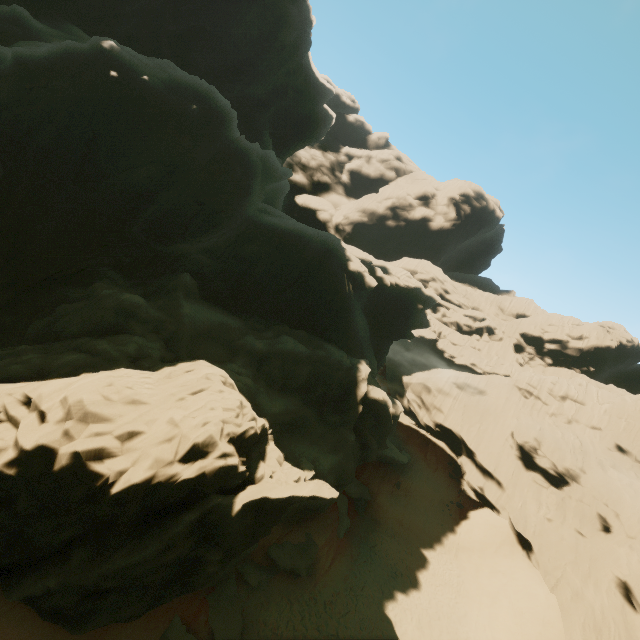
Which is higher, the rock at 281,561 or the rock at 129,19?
the rock at 129,19

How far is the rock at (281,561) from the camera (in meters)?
18.62

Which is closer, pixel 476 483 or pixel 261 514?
pixel 261 514

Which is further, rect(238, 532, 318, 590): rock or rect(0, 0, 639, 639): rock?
rect(238, 532, 318, 590): rock

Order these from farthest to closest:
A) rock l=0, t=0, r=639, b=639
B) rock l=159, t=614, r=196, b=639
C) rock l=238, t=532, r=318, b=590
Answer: rock l=238, t=532, r=318, b=590
rock l=159, t=614, r=196, b=639
rock l=0, t=0, r=639, b=639

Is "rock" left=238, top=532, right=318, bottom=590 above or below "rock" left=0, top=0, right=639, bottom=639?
below
